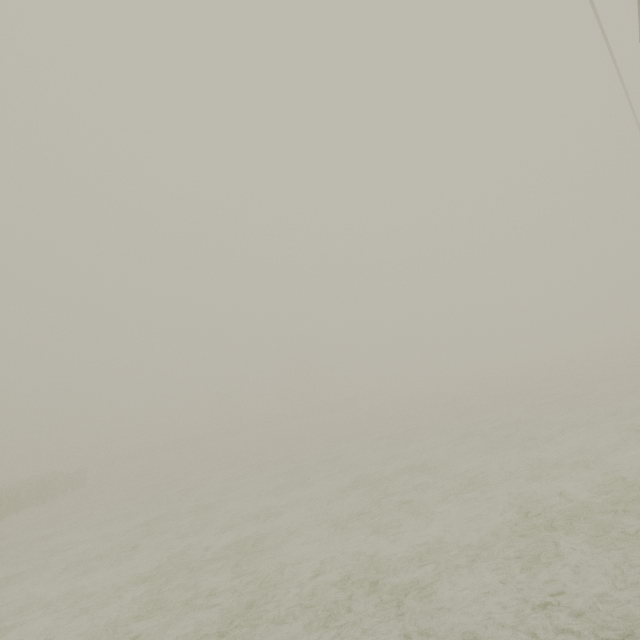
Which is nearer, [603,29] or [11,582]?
[11,582]
